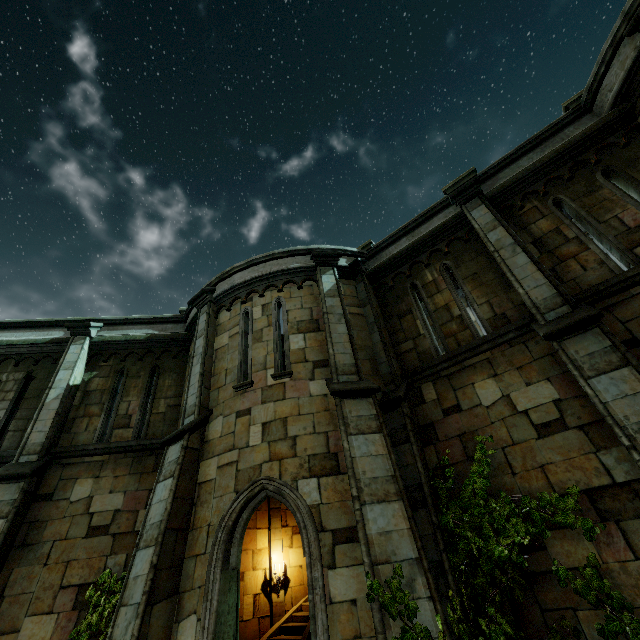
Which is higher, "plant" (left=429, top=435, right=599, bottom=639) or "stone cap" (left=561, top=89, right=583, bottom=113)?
"stone cap" (left=561, top=89, right=583, bottom=113)

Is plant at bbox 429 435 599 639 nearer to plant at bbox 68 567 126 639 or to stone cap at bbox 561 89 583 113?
plant at bbox 68 567 126 639

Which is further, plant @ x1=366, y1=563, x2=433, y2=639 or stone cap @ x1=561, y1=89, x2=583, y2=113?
stone cap @ x1=561, y1=89, x2=583, y2=113

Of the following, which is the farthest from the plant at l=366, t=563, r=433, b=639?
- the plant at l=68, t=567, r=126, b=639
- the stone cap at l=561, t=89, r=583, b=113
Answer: the stone cap at l=561, t=89, r=583, b=113

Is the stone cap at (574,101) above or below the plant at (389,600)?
above

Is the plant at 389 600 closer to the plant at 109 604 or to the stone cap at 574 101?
the plant at 109 604

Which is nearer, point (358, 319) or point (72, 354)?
point (358, 319)
